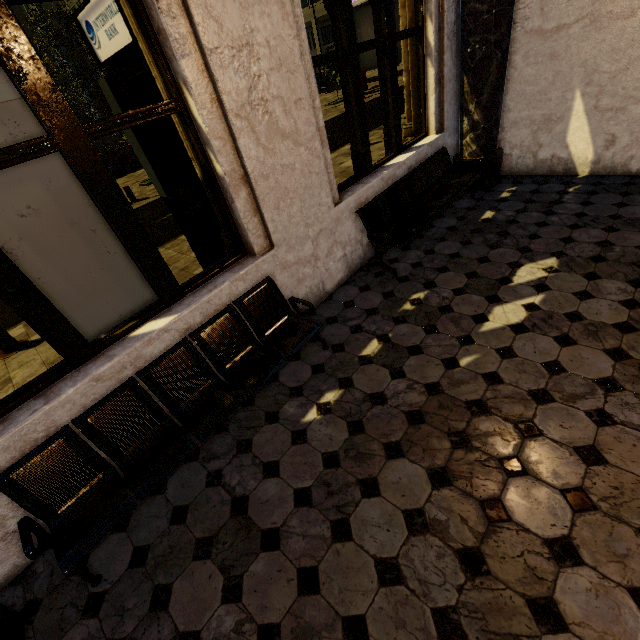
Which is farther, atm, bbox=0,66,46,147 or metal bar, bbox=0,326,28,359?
metal bar, bbox=0,326,28,359

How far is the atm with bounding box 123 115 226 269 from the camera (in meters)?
3.24

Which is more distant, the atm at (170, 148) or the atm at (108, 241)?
the atm at (170, 148)

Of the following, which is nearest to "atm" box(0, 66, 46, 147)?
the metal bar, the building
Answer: the building

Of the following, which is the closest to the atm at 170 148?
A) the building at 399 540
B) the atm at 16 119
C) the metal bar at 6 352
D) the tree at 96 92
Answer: the building at 399 540

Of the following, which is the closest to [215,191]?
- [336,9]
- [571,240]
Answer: [336,9]

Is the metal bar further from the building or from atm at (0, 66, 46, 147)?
the building

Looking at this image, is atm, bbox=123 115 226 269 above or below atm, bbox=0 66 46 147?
below
